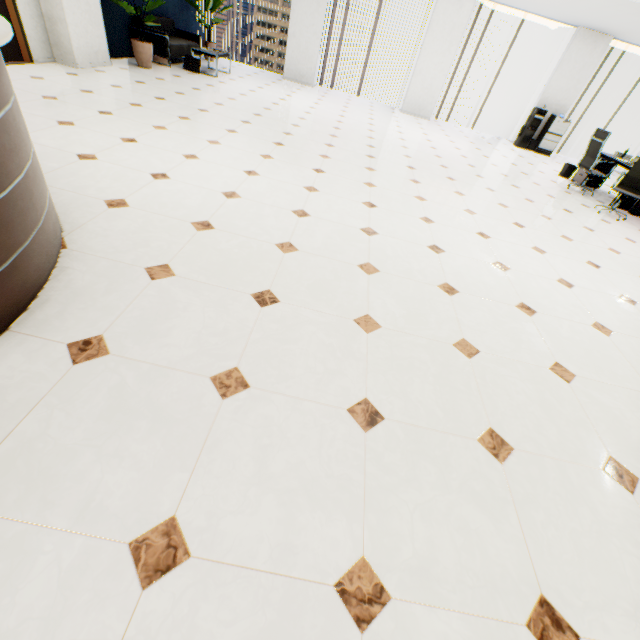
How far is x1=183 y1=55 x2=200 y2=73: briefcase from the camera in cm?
775

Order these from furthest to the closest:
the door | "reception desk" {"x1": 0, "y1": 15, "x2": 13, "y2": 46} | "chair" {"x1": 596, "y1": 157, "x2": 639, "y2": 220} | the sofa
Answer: the sofa, "chair" {"x1": 596, "y1": 157, "x2": 639, "y2": 220}, the door, "reception desk" {"x1": 0, "y1": 15, "x2": 13, "y2": 46}

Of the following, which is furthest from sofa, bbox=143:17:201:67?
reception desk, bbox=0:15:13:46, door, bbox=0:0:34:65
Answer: reception desk, bbox=0:15:13:46

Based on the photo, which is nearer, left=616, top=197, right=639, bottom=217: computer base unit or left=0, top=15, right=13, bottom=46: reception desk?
left=0, top=15, right=13, bottom=46: reception desk

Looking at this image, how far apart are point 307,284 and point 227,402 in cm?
118

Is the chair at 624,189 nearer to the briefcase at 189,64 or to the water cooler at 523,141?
the water cooler at 523,141

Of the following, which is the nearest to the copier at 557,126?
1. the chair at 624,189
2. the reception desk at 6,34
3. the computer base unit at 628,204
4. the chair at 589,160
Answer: the chair at 589,160

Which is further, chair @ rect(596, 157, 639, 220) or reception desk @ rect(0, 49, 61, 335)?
chair @ rect(596, 157, 639, 220)
